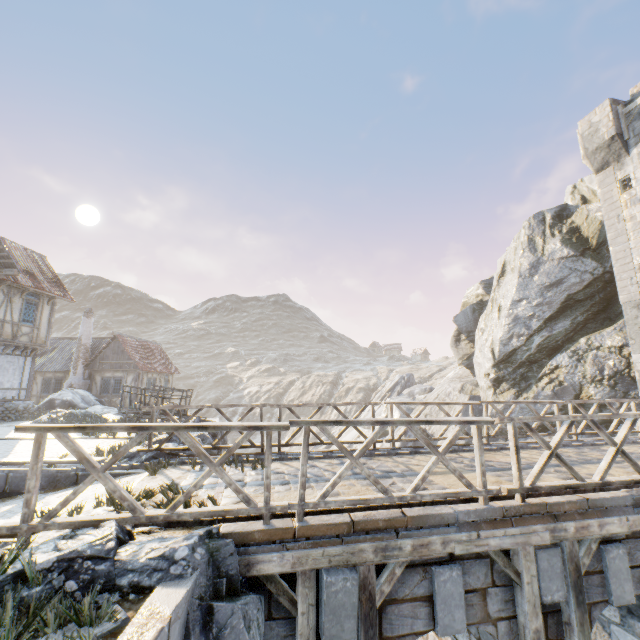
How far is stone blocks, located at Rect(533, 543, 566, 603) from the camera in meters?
4.3 m

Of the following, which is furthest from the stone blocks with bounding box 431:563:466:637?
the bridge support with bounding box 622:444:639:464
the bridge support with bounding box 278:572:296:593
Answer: the bridge support with bounding box 278:572:296:593

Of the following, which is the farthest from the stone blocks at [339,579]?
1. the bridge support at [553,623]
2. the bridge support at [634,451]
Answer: the bridge support at [553,623]

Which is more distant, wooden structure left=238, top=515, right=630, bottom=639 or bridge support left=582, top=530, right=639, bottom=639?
bridge support left=582, top=530, right=639, bottom=639

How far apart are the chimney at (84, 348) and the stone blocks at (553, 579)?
29.81m

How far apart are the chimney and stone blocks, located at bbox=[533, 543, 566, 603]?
29.8 meters

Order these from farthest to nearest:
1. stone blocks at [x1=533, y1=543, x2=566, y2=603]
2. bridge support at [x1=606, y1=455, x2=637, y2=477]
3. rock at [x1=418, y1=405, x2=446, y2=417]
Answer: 1. rock at [x1=418, y1=405, x2=446, y2=417]
2. bridge support at [x1=606, y1=455, x2=637, y2=477]
3. stone blocks at [x1=533, y1=543, x2=566, y2=603]

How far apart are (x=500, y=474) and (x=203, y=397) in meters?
59.4
